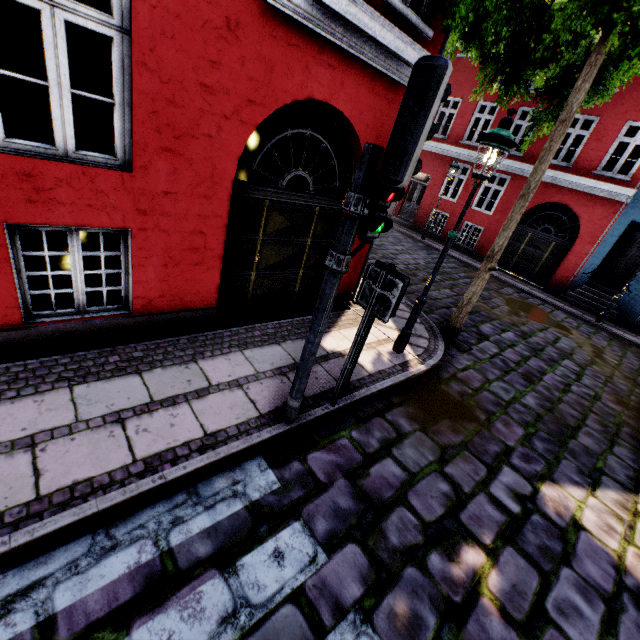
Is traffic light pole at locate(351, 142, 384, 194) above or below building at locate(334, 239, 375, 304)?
above

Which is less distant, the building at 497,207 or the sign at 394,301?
the sign at 394,301

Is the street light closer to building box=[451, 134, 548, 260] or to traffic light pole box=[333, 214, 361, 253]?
building box=[451, 134, 548, 260]

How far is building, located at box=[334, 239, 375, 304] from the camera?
6.7m

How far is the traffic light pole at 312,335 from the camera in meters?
2.9 m

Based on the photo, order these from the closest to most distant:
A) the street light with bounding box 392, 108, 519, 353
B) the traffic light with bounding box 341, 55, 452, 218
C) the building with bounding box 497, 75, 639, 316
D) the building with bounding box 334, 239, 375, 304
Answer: the traffic light with bounding box 341, 55, 452, 218
the street light with bounding box 392, 108, 519, 353
the building with bounding box 334, 239, 375, 304
the building with bounding box 497, 75, 639, 316

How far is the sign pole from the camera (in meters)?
3.51

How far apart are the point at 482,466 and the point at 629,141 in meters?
14.6
